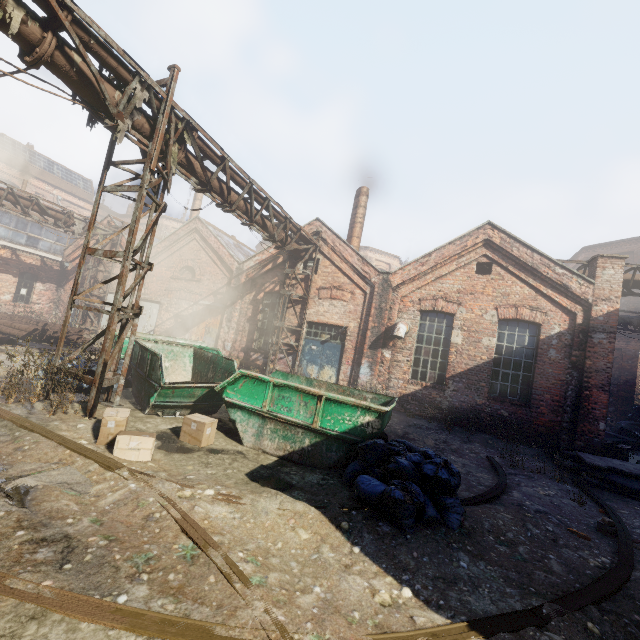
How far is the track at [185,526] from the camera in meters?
2.8 m

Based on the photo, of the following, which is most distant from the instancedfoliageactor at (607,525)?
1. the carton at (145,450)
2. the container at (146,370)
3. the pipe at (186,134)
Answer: the pipe at (186,134)

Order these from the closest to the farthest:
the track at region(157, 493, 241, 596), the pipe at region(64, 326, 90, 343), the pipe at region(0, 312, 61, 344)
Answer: the track at region(157, 493, 241, 596), the pipe at region(0, 312, 61, 344), the pipe at region(64, 326, 90, 343)

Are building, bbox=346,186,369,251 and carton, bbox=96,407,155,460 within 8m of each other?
no

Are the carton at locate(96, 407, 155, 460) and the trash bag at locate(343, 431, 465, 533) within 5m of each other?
yes

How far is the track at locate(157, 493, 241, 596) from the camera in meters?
2.8

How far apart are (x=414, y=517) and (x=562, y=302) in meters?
9.7

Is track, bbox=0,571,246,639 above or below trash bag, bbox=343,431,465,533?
below
